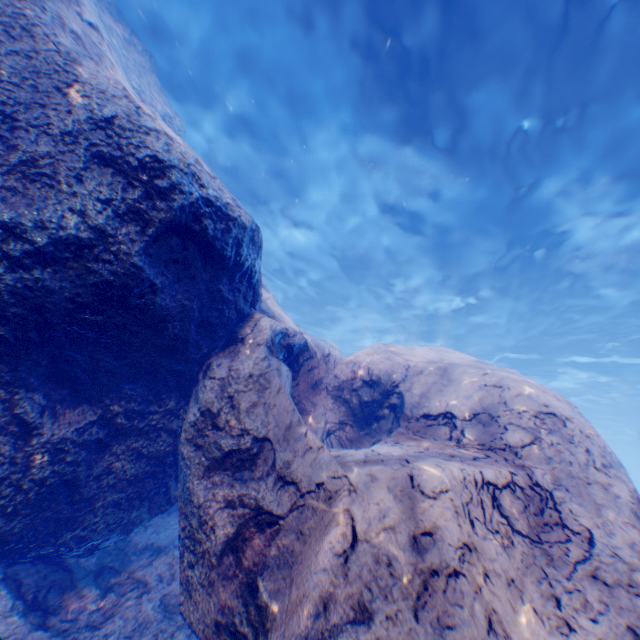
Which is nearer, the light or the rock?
the rock

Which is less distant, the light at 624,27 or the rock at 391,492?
the rock at 391,492

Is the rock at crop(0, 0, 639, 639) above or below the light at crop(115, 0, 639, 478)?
below

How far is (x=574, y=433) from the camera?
4.44m

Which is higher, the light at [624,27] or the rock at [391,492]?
the light at [624,27]
